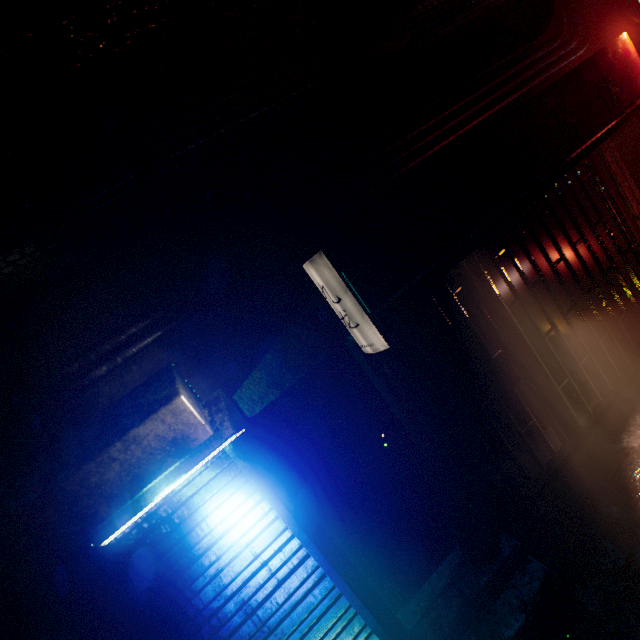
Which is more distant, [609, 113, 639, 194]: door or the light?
[609, 113, 639, 194]: door

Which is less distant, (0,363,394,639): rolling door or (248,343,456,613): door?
(0,363,394,639): rolling door

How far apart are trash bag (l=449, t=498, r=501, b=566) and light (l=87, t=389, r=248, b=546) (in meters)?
1.85

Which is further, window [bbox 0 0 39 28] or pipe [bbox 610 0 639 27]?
pipe [bbox 610 0 639 27]

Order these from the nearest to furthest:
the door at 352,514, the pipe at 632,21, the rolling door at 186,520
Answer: the rolling door at 186,520 < the door at 352,514 < the pipe at 632,21

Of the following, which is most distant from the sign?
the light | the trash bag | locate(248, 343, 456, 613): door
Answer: the trash bag

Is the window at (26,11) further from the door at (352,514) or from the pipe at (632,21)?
the door at (352,514)

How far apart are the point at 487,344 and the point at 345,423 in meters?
1.6 m
